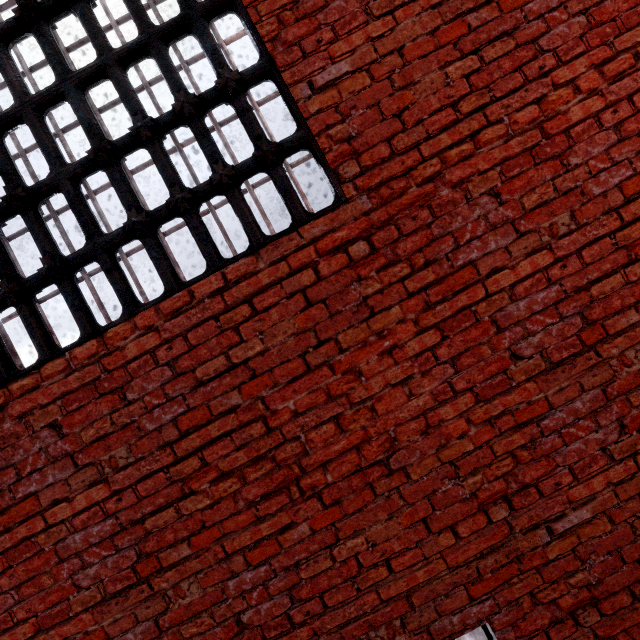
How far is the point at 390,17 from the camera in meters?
1.9 m
